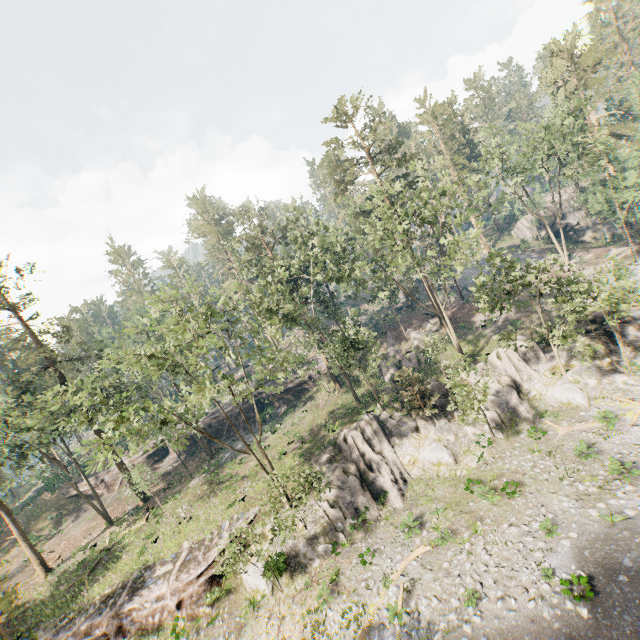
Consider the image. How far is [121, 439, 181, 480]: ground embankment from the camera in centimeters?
4541cm

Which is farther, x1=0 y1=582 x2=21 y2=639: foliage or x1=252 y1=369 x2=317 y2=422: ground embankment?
x1=252 y1=369 x2=317 y2=422: ground embankment

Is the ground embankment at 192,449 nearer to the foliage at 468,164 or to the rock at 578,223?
the foliage at 468,164

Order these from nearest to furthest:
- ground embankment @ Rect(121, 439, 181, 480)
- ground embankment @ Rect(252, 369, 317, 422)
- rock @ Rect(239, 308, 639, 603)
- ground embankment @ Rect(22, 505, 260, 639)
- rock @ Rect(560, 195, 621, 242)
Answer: ground embankment @ Rect(22, 505, 260, 639) < rock @ Rect(239, 308, 639, 603) < ground embankment @ Rect(252, 369, 317, 422) < ground embankment @ Rect(121, 439, 181, 480) < rock @ Rect(560, 195, 621, 242)

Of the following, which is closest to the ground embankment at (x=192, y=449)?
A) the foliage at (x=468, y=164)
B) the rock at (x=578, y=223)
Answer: the foliage at (x=468, y=164)

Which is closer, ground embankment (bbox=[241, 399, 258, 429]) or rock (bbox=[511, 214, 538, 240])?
ground embankment (bbox=[241, 399, 258, 429])

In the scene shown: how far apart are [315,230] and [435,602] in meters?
42.5

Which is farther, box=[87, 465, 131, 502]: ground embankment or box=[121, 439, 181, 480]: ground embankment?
box=[121, 439, 181, 480]: ground embankment
